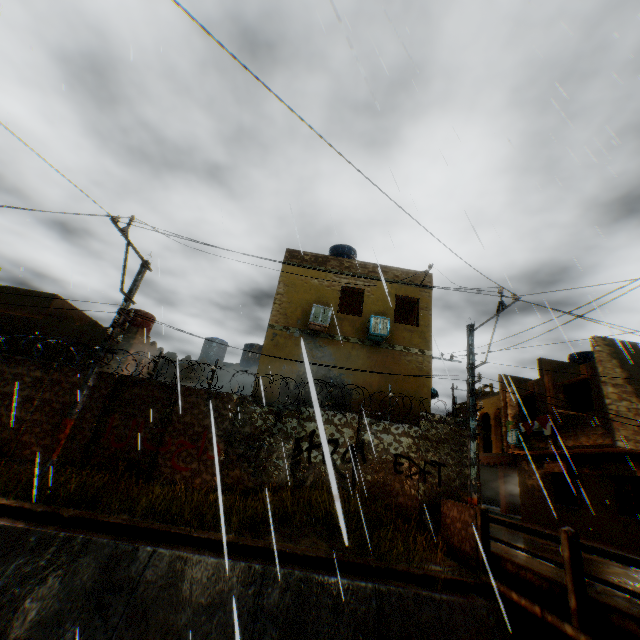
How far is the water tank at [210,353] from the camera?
21.4m

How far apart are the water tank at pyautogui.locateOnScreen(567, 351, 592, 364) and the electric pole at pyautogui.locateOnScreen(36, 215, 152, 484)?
23.7m

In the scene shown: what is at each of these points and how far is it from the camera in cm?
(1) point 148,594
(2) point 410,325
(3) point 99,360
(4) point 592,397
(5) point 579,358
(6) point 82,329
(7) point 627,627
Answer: (1) concrete channel, 557
(2) building, 1391
(3) electric pole, 898
(4) building, 1473
(5) water tank, 1988
(6) building, 1591
(7) bridge, 418

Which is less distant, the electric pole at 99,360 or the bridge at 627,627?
the bridge at 627,627

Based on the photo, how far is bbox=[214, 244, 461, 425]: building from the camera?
12.4m

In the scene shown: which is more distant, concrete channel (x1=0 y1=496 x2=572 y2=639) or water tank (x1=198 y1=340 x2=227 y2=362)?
water tank (x1=198 y1=340 x2=227 y2=362)

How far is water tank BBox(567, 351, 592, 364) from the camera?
19.6 meters
